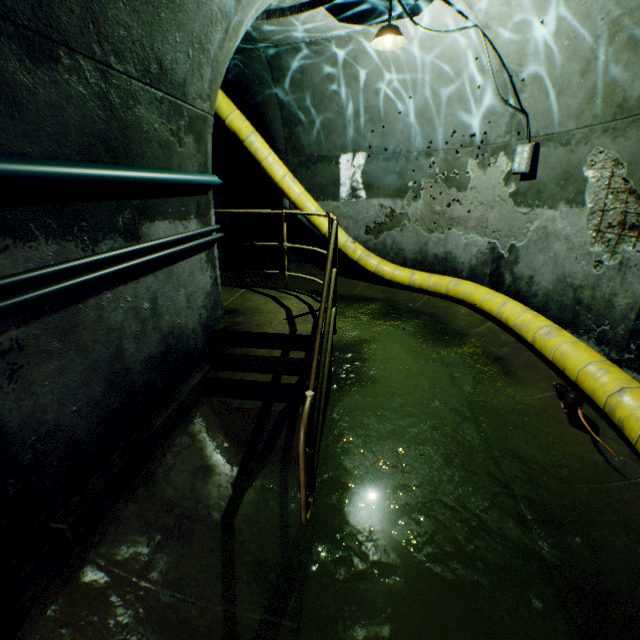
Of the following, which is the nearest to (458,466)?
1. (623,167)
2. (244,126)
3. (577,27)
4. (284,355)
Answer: (284,355)

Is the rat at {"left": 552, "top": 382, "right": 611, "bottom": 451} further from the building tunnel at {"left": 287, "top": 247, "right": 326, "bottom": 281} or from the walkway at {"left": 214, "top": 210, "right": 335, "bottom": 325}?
the walkway at {"left": 214, "top": 210, "right": 335, "bottom": 325}

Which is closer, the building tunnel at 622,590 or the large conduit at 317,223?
the building tunnel at 622,590

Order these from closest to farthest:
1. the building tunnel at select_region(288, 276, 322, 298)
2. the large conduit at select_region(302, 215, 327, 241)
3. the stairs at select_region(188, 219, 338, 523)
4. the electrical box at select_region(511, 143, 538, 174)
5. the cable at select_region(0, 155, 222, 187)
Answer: the cable at select_region(0, 155, 222, 187), the stairs at select_region(188, 219, 338, 523), the electrical box at select_region(511, 143, 538, 174), the large conduit at select_region(302, 215, 327, 241), the building tunnel at select_region(288, 276, 322, 298)

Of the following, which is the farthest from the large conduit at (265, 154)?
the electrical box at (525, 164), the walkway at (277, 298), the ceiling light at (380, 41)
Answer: the ceiling light at (380, 41)

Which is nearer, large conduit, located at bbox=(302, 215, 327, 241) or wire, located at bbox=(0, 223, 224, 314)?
wire, located at bbox=(0, 223, 224, 314)

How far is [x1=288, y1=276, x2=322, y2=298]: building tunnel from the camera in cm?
788

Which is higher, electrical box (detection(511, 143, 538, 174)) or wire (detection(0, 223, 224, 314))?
electrical box (detection(511, 143, 538, 174))
